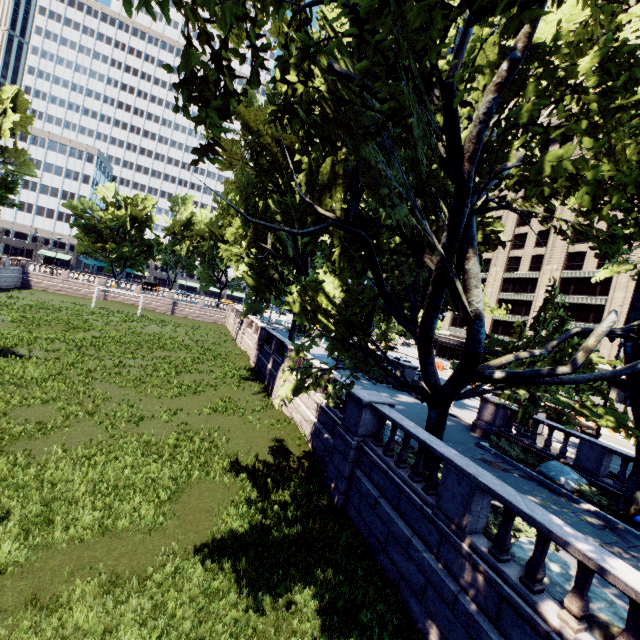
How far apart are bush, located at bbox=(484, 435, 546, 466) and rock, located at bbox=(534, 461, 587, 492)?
0.1m

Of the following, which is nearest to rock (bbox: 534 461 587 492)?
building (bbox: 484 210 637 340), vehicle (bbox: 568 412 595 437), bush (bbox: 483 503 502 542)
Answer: bush (bbox: 483 503 502 542)

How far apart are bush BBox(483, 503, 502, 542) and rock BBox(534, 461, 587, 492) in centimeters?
640cm

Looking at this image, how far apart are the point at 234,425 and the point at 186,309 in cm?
4472

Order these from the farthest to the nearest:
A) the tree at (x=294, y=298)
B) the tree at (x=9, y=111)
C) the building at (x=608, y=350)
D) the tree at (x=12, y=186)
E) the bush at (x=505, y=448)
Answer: the tree at (x=12, y=186) → the tree at (x=9, y=111) → the building at (x=608, y=350) → the bush at (x=505, y=448) → the tree at (x=294, y=298)

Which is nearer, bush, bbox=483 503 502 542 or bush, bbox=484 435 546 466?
bush, bbox=483 503 502 542

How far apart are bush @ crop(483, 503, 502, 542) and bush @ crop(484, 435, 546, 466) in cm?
721

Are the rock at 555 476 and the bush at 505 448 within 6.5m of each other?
yes
